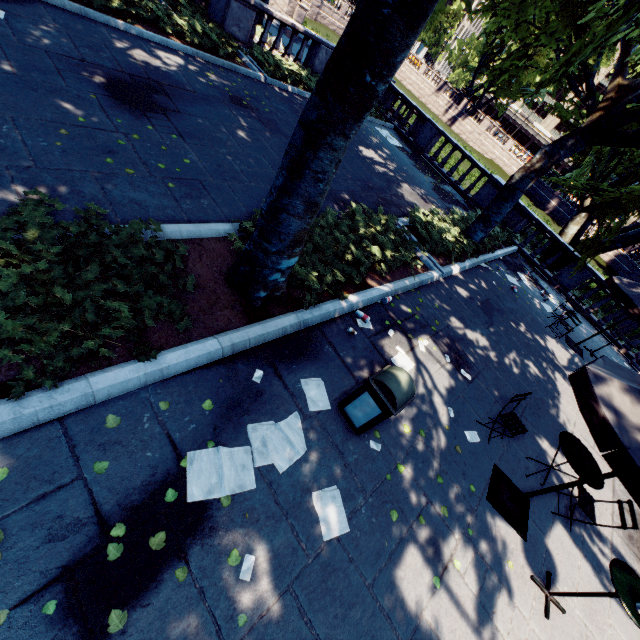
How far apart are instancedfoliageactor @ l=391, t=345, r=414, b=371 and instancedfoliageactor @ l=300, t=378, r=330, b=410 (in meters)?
1.76

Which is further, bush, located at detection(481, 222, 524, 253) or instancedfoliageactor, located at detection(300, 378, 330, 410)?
bush, located at detection(481, 222, 524, 253)

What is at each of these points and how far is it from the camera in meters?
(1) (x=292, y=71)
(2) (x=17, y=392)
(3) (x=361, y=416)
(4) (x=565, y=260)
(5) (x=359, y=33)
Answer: (1) bush, 13.4 m
(2) bush, 2.8 m
(3) garbage can, 4.4 m
(4) tree, 16.0 m
(5) tree, 3.0 m

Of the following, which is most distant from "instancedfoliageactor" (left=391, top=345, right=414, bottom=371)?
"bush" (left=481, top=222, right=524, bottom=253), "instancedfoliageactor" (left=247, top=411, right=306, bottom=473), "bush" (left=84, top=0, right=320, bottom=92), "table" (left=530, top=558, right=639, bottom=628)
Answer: "bush" (left=84, top=0, right=320, bottom=92)

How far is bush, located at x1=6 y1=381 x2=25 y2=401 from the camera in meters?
2.7

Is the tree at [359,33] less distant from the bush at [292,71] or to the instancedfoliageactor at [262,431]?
the bush at [292,71]

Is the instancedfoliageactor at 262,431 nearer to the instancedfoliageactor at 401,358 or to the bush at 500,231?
the instancedfoliageactor at 401,358

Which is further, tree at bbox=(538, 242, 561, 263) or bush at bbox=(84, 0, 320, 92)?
tree at bbox=(538, 242, 561, 263)
